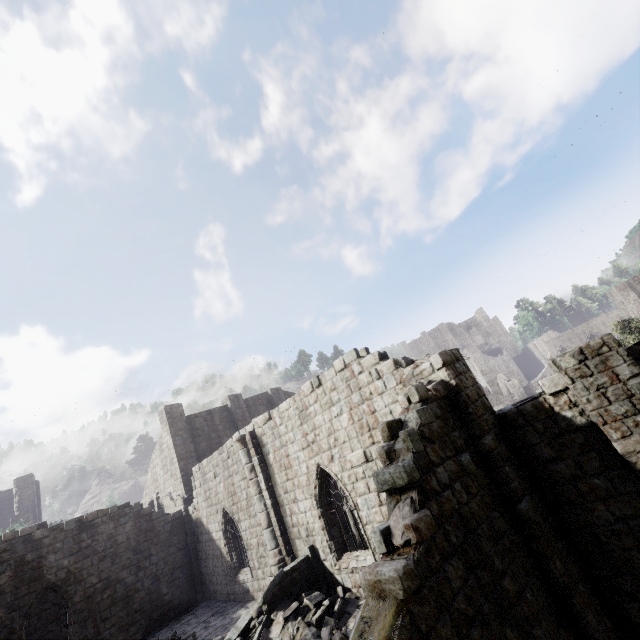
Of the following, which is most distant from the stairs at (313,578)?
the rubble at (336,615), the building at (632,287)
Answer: the building at (632,287)

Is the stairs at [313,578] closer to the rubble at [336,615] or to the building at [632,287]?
the rubble at [336,615]

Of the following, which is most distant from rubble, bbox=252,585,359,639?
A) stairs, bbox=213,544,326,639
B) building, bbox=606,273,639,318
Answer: building, bbox=606,273,639,318

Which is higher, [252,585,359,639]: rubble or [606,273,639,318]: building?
[606,273,639,318]: building

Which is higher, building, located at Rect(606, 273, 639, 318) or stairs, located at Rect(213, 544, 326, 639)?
building, located at Rect(606, 273, 639, 318)

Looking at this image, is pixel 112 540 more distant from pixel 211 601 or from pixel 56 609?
pixel 56 609

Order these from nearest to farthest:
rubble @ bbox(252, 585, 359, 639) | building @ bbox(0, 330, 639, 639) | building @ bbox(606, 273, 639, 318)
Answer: building @ bbox(0, 330, 639, 639) < rubble @ bbox(252, 585, 359, 639) < building @ bbox(606, 273, 639, 318)

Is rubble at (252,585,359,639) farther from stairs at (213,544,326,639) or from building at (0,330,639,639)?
building at (0,330,639,639)
